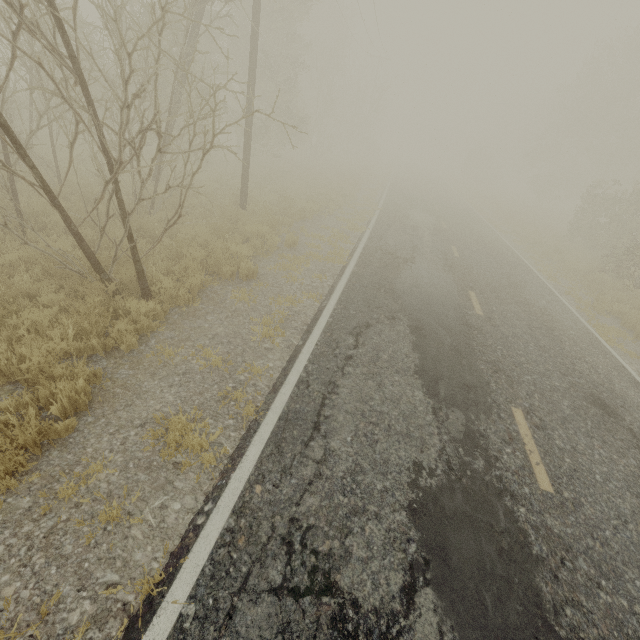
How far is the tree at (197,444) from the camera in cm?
365

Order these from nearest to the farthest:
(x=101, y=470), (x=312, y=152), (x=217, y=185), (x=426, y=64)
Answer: (x=101, y=470), (x=217, y=185), (x=426, y=64), (x=312, y=152)

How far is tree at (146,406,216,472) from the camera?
3.65m

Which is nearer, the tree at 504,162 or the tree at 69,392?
the tree at 69,392

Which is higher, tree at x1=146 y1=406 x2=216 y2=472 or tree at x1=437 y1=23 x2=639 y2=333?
tree at x1=437 y1=23 x2=639 y2=333

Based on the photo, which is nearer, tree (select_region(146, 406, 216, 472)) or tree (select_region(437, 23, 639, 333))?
tree (select_region(146, 406, 216, 472))
